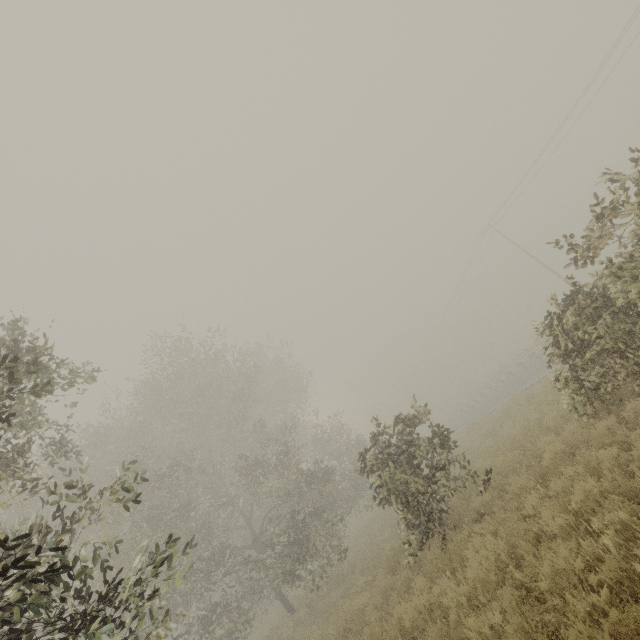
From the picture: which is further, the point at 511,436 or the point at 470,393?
the point at 470,393
